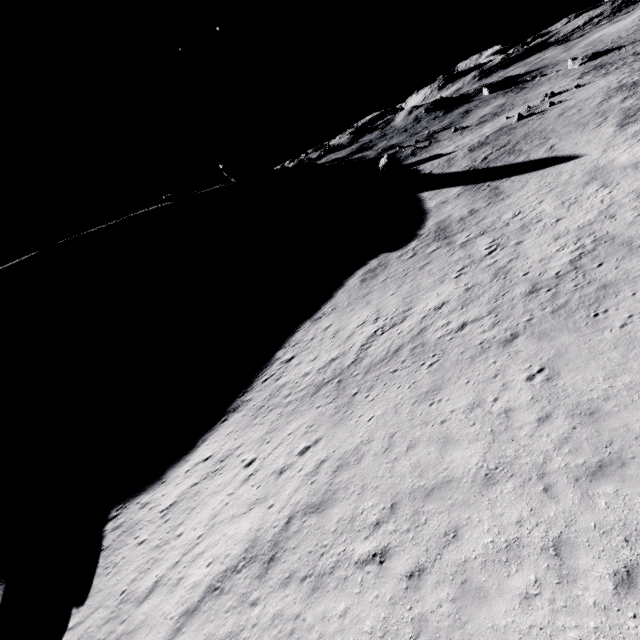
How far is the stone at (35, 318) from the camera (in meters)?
58.38

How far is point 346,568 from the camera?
9.0m

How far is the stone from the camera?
58.4m
